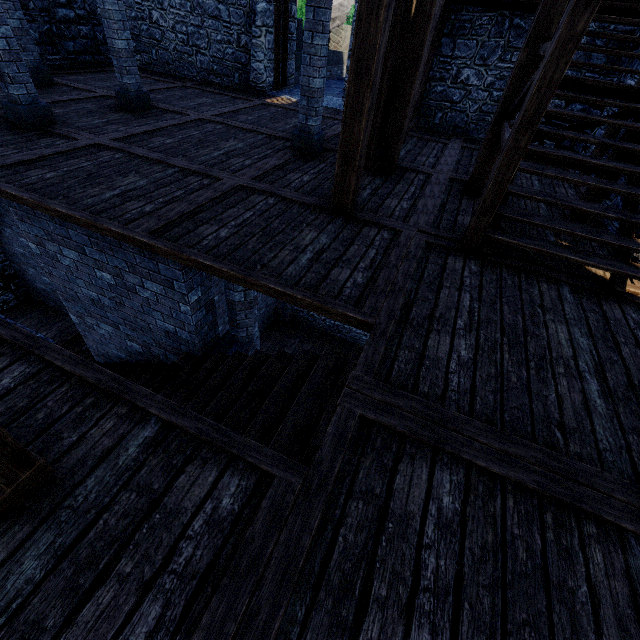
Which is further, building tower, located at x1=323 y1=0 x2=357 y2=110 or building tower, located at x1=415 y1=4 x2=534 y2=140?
building tower, located at x1=323 y1=0 x2=357 y2=110

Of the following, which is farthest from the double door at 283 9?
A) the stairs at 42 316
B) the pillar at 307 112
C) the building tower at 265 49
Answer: the stairs at 42 316

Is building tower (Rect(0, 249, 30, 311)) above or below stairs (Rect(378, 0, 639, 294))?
below

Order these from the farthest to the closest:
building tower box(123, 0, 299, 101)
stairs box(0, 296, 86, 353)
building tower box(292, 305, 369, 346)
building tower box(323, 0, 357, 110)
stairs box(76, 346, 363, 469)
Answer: building tower box(292, 305, 369, 346), stairs box(0, 296, 86, 353), building tower box(123, 0, 299, 101), building tower box(323, 0, 357, 110), stairs box(76, 346, 363, 469)

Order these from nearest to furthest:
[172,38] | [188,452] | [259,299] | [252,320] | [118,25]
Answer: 1. [188,452]
2. [252,320]
3. [118,25]
4. [172,38]
5. [259,299]

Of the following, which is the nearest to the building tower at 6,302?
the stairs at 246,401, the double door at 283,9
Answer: the double door at 283,9

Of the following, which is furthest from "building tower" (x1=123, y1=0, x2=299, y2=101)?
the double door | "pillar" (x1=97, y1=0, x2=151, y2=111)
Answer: "pillar" (x1=97, y1=0, x2=151, y2=111)

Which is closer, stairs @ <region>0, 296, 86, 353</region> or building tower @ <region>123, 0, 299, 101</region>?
building tower @ <region>123, 0, 299, 101</region>
